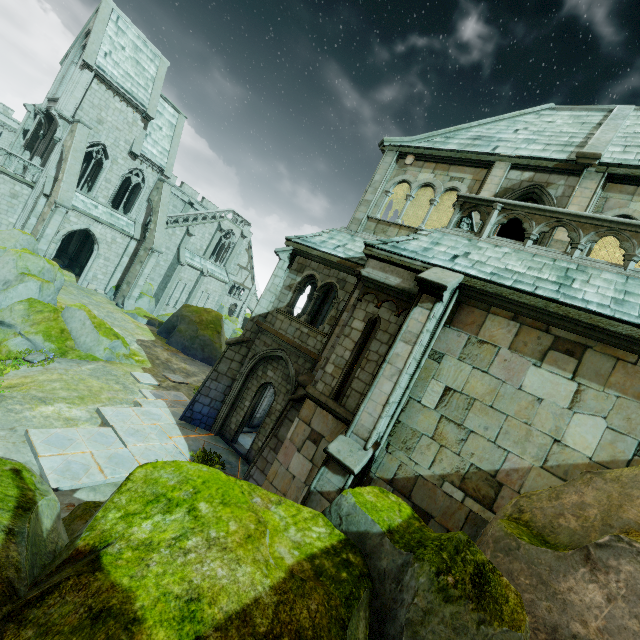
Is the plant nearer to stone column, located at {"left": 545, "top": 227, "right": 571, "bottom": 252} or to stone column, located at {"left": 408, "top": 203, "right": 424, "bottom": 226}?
stone column, located at {"left": 408, "top": 203, "right": 424, "bottom": 226}

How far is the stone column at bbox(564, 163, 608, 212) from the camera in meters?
9.4

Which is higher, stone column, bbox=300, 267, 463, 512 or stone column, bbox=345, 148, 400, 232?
stone column, bbox=345, 148, 400, 232

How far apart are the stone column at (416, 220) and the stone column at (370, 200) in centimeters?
330cm

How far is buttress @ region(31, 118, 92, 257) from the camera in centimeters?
2127cm

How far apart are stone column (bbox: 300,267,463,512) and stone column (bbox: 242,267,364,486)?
1.6m

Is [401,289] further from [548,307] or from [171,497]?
[171,497]

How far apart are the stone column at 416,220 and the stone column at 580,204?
7.5 meters
